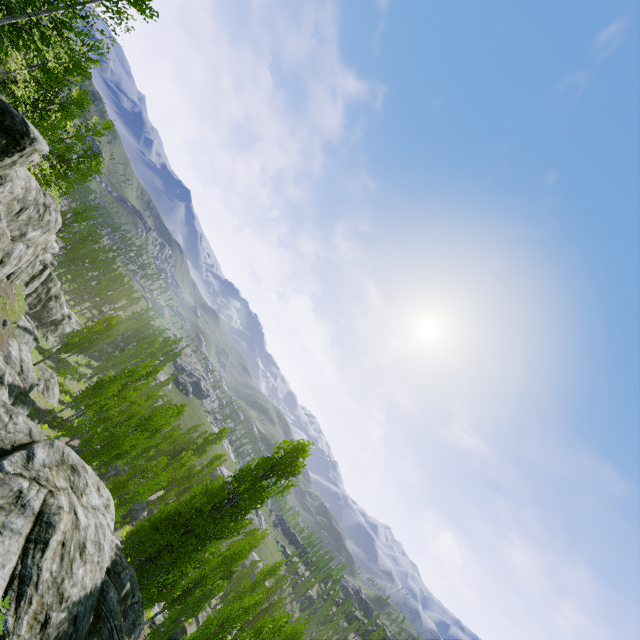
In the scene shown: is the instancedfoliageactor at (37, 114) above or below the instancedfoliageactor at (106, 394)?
above

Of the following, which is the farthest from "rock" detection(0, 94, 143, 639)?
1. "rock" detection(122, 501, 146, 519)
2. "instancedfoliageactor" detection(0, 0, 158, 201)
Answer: "rock" detection(122, 501, 146, 519)

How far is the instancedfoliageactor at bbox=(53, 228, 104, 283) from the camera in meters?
51.1 m

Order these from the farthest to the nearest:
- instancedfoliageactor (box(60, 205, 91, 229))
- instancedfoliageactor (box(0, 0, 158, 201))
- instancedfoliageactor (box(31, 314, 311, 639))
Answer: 1. instancedfoliageactor (box(60, 205, 91, 229))
2. instancedfoliageactor (box(31, 314, 311, 639))
3. instancedfoliageactor (box(0, 0, 158, 201))

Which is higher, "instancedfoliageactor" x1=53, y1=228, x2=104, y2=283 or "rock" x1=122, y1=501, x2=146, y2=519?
"instancedfoliageactor" x1=53, y1=228, x2=104, y2=283

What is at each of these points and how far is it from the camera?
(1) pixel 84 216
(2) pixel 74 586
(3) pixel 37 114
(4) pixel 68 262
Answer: (1) instancedfoliageactor, 48.5m
(2) rock, 10.4m
(3) instancedfoliageactor, 26.7m
(4) instancedfoliageactor, 54.3m

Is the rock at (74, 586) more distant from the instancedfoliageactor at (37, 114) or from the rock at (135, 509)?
the rock at (135, 509)
